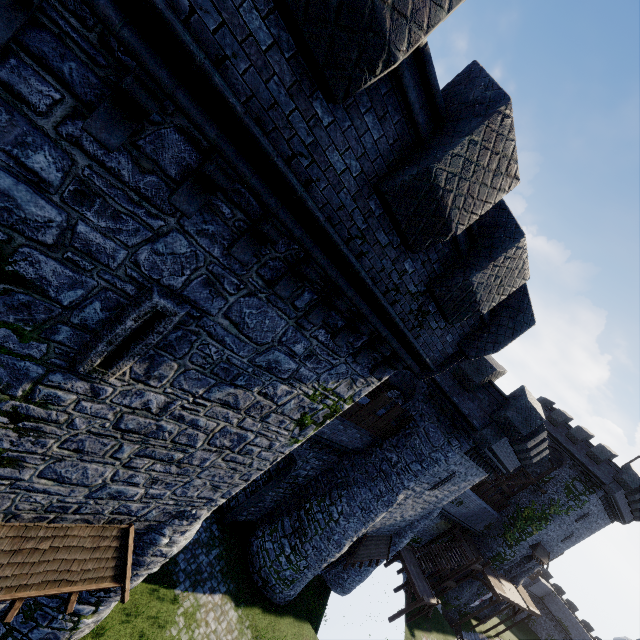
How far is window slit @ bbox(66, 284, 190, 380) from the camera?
4.6 meters

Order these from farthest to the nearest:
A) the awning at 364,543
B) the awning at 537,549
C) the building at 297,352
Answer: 1. the awning at 537,549
2. the awning at 364,543
3. the building at 297,352

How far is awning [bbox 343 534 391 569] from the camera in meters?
18.6

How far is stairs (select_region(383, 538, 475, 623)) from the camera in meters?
23.9 m

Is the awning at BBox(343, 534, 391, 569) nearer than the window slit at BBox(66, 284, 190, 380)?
No

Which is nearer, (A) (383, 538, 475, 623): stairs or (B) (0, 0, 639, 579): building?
(B) (0, 0, 639, 579): building

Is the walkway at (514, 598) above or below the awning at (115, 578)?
above

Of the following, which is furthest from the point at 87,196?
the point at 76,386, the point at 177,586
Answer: the point at 177,586
